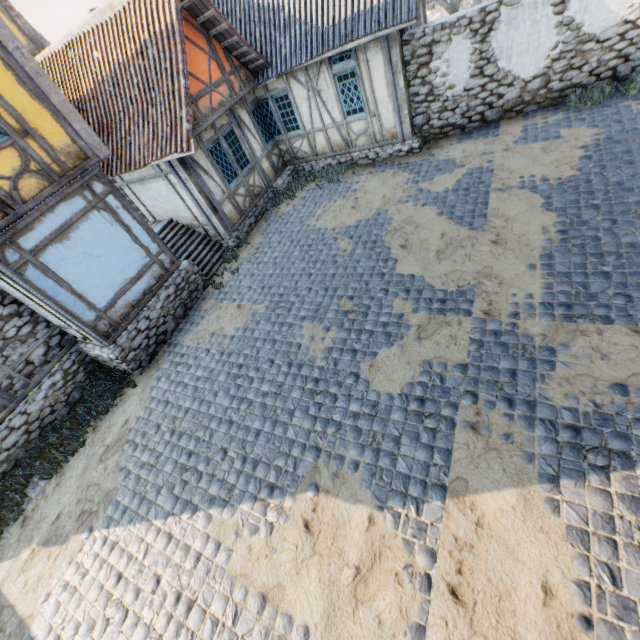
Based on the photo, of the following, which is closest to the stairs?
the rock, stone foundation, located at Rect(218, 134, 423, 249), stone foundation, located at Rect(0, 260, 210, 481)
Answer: stone foundation, located at Rect(0, 260, 210, 481)

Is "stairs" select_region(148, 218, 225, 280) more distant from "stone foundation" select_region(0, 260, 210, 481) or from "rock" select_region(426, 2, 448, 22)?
"rock" select_region(426, 2, 448, 22)

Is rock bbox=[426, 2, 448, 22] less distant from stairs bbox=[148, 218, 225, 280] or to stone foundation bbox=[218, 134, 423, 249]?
stone foundation bbox=[218, 134, 423, 249]

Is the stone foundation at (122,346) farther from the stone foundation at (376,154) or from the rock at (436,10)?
the rock at (436,10)

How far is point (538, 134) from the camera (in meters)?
8.91

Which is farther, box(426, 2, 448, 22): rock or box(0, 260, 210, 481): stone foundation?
box(426, 2, 448, 22): rock

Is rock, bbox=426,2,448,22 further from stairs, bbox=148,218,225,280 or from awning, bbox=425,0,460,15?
stairs, bbox=148,218,225,280

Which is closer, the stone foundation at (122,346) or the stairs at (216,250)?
the stone foundation at (122,346)
